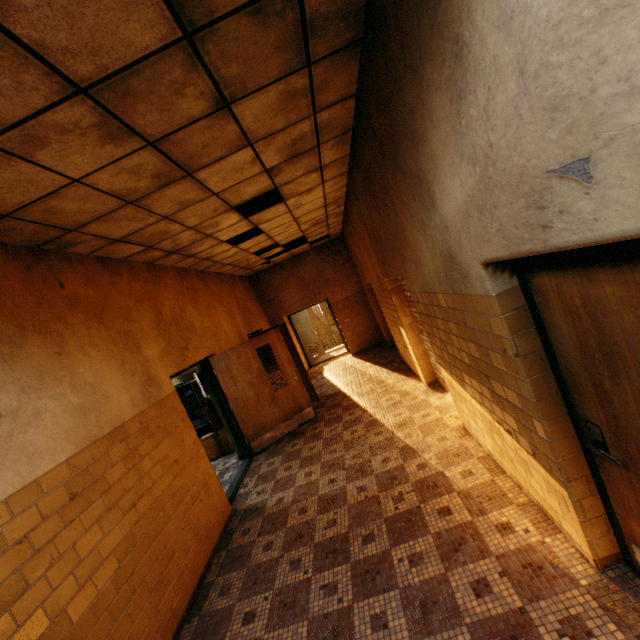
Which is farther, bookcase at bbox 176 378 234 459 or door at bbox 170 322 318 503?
bookcase at bbox 176 378 234 459

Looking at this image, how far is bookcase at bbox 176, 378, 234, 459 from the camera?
7.0 meters

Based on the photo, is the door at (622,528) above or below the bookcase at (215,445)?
above

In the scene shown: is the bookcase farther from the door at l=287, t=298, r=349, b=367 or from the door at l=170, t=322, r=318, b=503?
the door at l=287, t=298, r=349, b=367

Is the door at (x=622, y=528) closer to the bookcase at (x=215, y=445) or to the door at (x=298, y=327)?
the bookcase at (x=215, y=445)

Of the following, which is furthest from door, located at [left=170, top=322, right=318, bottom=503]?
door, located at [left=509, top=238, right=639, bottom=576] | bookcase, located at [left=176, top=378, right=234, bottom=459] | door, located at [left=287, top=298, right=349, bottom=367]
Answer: door, located at [left=287, top=298, right=349, bottom=367]

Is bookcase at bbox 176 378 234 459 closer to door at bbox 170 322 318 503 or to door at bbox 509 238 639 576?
door at bbox 170 322 318 503

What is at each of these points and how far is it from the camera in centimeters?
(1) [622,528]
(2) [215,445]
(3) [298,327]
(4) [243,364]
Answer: (1) door, 198cm
(2) bookcase, 701cm
(3) door, 1249cm
(4) door, 639cm
